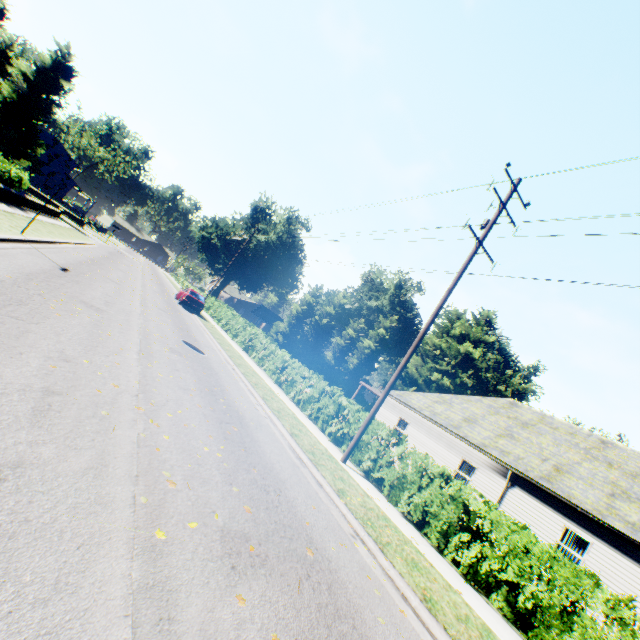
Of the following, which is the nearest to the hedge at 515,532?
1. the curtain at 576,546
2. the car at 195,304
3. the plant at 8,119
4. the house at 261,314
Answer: the plant at 8,119

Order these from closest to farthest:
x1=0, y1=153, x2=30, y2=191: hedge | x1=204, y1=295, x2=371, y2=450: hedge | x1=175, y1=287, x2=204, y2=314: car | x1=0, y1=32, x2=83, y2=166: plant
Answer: x1=204, y1=295, x2=371, y2=450: hedge < x1=0, y1=153, x2=30, y2=191: hedge < x1=175, y1=287, x2=204, y2=314: car < x1=0, y1=32, x2=83, y2=166: plant

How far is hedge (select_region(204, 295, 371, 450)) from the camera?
12.7 meters

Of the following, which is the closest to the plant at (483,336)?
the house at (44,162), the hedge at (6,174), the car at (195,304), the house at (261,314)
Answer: the house at (44,162)

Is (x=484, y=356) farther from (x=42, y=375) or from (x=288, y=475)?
(x=42, y=375)

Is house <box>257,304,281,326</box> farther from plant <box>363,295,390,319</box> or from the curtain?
the curtain

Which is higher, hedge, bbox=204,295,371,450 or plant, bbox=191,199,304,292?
plant, bbox=191,199,304,292

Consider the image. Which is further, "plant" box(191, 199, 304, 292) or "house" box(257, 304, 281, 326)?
"house" box(257, 304, 281, 326)
